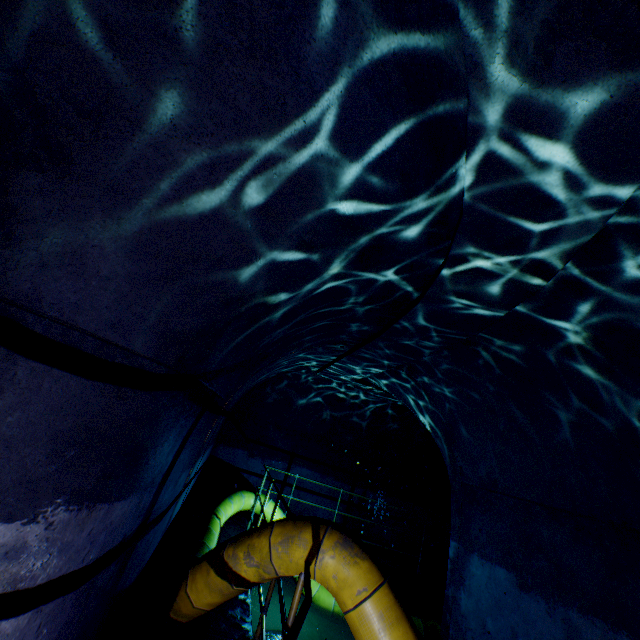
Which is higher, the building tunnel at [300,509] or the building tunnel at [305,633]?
the building tunnel at [300,509]

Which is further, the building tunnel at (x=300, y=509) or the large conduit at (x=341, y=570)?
the building tunnel at (x=300, y=509)

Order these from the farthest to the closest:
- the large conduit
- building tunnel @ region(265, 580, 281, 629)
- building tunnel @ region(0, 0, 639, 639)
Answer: building tunnel @ region(265, 580, 281, 629), the large conduit, building tunnel @ region(0, 0, 639, 639)

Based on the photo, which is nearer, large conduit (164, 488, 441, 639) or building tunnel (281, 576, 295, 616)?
large conduit (164, 488, 441, 639)

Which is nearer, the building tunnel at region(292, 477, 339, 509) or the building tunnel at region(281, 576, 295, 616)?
the building tunnel at region(281, 576, 295, 616)

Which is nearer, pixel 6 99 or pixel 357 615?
pixel 6 99

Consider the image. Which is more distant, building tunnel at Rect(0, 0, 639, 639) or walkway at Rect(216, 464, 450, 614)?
walkway at Rect(216, 464, 450, 614)
